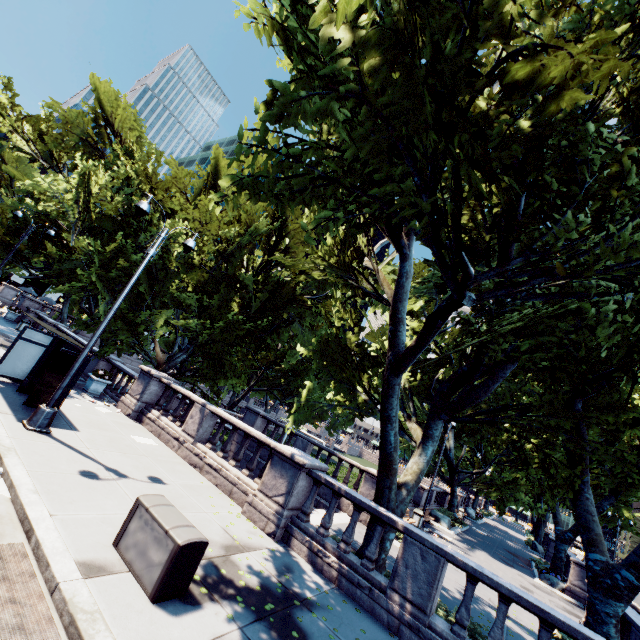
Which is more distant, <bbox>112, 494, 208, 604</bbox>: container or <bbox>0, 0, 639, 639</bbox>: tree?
<bbox>112, 494, 208, 604</bbox>: container

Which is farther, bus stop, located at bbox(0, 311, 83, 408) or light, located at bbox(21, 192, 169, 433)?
bus stop, located at bbox(0, 311, 83, 408)

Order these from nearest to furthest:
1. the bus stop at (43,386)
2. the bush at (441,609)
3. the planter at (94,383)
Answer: the bush at (441,609)
the bus stop at (43,386)
the planter at (94,383)

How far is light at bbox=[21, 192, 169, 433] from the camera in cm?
886

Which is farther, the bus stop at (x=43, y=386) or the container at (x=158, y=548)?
the bus stop at (x=43, y=386)

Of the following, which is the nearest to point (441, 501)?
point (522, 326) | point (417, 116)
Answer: point (522, 326)

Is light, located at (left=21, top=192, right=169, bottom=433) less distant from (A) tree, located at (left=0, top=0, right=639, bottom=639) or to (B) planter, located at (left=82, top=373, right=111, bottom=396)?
(A) tree, located at (left=0, top=0, right=639, bottom=639)

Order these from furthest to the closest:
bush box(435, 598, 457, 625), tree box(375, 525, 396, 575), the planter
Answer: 1. the planter
2. tree box(375, 525, 396, 575)
3. bush box(435, 598, 457, 625)
